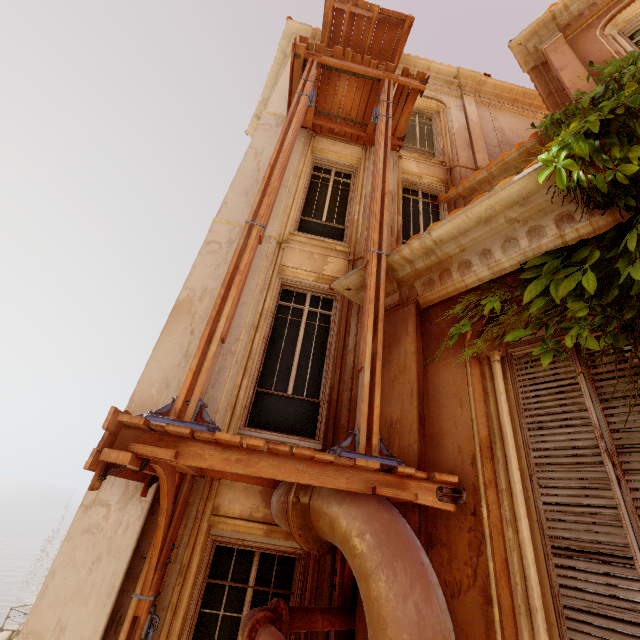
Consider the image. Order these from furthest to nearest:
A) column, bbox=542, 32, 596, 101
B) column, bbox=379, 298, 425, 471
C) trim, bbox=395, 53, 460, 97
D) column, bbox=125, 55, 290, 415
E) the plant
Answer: trim, bbox=395, 53, 460, 97 → column, bbox=542, 32, 596, 101 → column, bbox=125, 55, 290, 415 → column, bbox=379, 298, 425, 471 → the plant

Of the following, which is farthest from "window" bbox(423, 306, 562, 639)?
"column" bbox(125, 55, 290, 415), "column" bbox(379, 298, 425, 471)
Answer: "column" bbox(125, 55, 290, 415)

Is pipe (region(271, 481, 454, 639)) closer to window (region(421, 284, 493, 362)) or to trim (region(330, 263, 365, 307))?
window (region(421, 284, 493, 362))

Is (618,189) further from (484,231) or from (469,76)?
(469,76)

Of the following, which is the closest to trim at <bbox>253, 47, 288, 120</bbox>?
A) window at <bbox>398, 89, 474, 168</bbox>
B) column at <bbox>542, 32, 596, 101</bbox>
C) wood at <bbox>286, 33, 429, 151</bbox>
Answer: wood at <bbox>286, 33, 429, 151</bbox>

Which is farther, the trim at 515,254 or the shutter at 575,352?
the trim at 515,254

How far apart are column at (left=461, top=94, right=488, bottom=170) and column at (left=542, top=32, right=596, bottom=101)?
1.8 meters

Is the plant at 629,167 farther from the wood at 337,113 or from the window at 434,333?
the wood at 337,113
